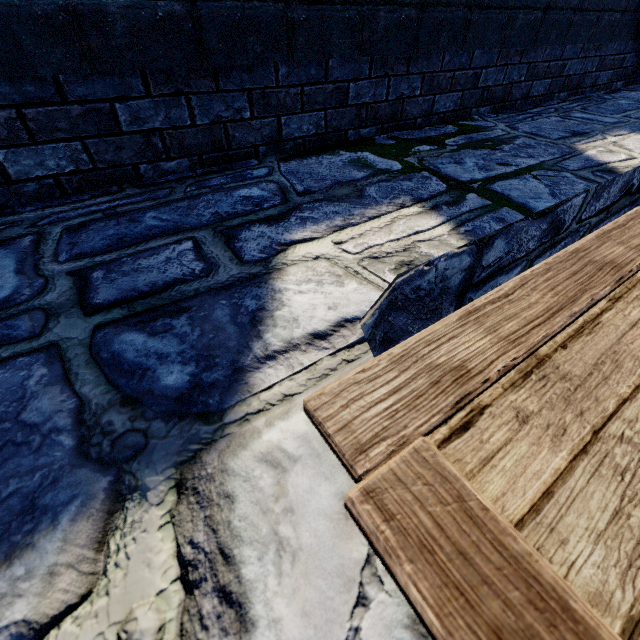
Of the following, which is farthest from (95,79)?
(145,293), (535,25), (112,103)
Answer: (535,25)
